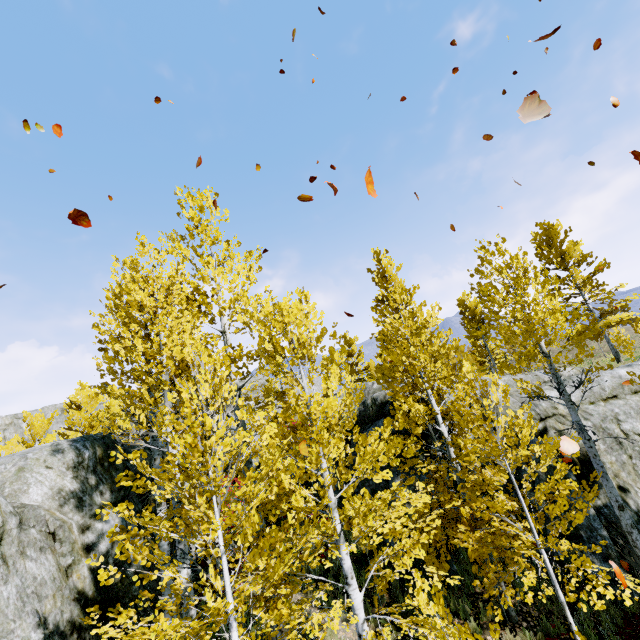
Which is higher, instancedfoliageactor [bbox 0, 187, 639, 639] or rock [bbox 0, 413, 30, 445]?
rock [bbox 0, 413, 30, 445]

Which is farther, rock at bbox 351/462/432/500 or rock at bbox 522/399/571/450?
rock at bbox 522/399/571/450

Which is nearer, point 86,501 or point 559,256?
point 86,501

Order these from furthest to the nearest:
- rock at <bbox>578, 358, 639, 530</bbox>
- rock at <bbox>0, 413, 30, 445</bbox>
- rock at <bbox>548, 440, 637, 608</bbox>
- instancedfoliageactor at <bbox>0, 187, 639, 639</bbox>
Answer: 1. rock at <bbox>0, 413, 30, 445</bbox>
2. rock at <bbox>578, 358, 639, 530</bbox>
3. rock at <bbox>548, 440, 637, 608</bbox>
4. instancedfoliageactor at <bbox>0, 187, 639, 639</bbox>

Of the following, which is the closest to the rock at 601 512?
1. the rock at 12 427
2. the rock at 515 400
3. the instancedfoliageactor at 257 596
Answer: the instancedfoliageactor at 257 596

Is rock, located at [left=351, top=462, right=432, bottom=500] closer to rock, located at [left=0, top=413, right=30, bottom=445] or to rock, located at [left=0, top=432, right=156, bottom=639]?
rock, located at [left=0, top=432, right=156, bottom=639]

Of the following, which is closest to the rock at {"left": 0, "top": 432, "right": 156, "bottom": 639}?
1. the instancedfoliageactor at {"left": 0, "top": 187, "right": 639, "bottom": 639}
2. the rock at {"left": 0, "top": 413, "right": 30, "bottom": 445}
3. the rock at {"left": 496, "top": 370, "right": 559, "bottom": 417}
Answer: the instancedfoliageactor at {"left": 0, "top": 187, "right": 639, "bottom": 639}
